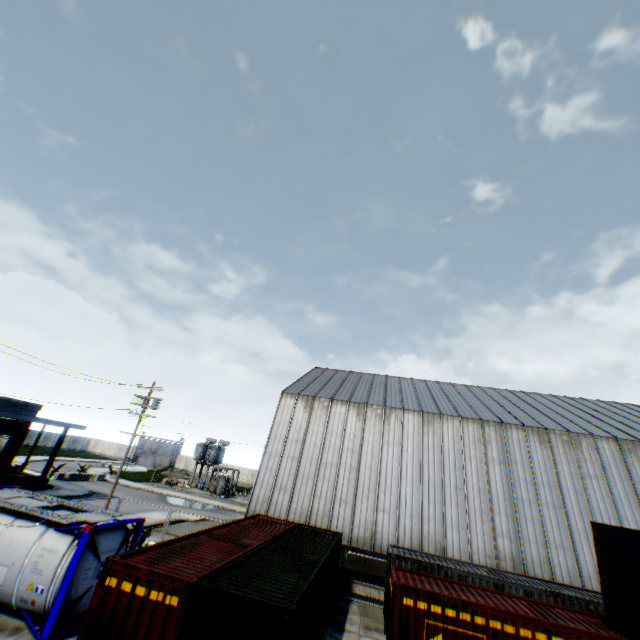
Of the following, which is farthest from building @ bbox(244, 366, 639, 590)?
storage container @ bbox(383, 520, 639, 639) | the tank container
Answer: the tank container

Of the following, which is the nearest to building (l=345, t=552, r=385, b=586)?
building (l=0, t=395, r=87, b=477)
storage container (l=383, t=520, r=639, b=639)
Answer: storage container (l=383, t=520, r=639, b=639)

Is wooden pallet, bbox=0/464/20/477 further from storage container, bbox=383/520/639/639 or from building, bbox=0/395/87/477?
storage container, bbox=383/520/639/639

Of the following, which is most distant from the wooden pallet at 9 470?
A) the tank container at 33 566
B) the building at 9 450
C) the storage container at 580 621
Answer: the storage container at 580 621

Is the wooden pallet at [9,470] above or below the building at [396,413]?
below

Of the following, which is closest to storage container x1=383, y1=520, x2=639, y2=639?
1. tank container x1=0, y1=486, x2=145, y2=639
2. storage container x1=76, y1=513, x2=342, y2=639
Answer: storage container x1=76, y1=513, x2=342, y2=639

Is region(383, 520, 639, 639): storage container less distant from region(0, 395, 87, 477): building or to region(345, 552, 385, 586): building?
region(345, 552, 385, 586): building

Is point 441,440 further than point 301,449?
No
